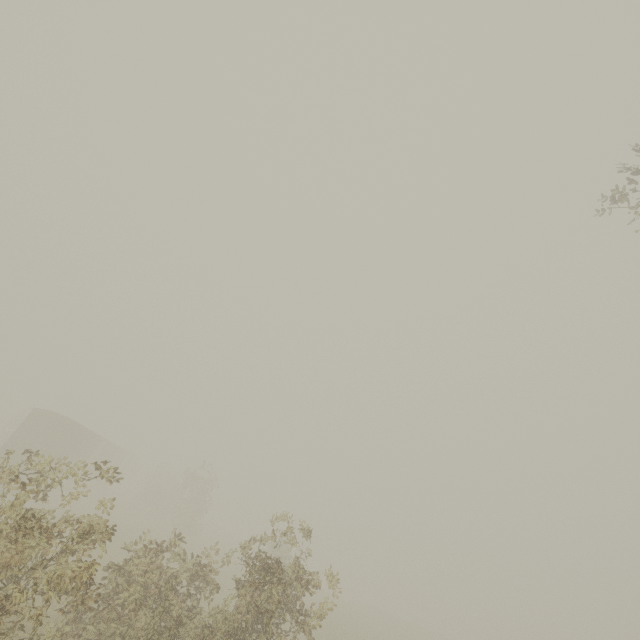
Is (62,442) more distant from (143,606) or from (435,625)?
(435,625)
